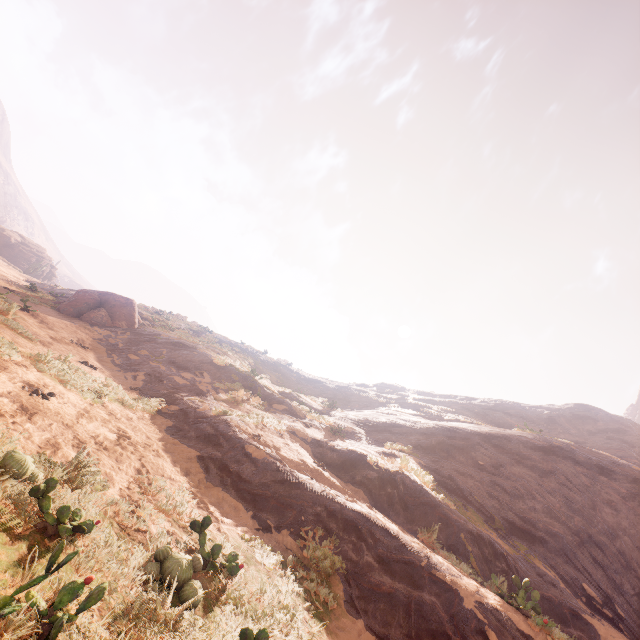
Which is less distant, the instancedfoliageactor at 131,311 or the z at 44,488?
the z at 44,488

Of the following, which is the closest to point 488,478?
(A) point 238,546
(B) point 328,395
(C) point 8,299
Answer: (A) point 238,546

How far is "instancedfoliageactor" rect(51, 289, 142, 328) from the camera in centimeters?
1739cm

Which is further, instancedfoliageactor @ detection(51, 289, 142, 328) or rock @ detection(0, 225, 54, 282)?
rock @ detection(0, 225, 54, 282)

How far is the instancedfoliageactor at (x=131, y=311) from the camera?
17.4m

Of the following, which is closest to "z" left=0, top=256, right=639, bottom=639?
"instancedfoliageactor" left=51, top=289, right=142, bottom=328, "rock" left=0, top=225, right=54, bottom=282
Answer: "instancedfoliageactor" left=51, top=289, right=142, bottom=328

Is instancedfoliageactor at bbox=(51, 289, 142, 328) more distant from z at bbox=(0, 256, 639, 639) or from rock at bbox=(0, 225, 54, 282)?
rock at bbox=(0, 225, 54, 282)
